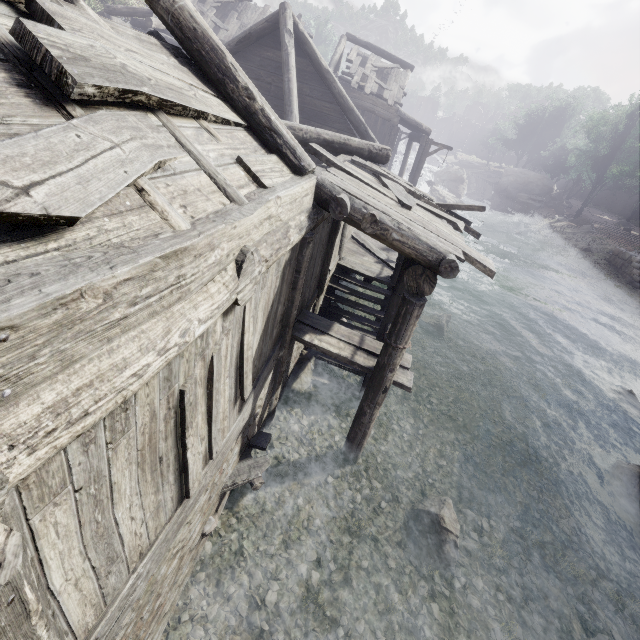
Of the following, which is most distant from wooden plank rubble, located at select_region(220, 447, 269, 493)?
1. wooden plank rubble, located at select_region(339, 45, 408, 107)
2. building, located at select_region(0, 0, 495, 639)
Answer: wooden plank rubble, located at select_region(339, 45, 408, 107)

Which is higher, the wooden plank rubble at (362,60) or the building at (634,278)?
the wooden plank rubble at (362,60)

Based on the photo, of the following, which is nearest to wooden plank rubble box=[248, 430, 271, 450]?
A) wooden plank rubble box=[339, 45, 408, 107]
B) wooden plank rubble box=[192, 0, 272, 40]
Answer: wooden plank rubble box=[339, 45, 408, 107]

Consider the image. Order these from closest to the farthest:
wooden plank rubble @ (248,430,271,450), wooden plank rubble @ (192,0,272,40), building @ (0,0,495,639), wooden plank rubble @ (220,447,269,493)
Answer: building @ (0,0,495,639), wooden plank rubble @ (220,447,269,493), wooden plank rubble @ (248,430,271,450), wooden plank rubble @ (192,0,272,40)

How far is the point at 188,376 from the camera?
2.80m

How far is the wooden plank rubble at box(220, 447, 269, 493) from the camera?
5.2m

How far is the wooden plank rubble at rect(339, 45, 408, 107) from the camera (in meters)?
19.17

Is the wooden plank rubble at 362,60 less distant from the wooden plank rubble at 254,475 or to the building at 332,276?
the building at 332,276
